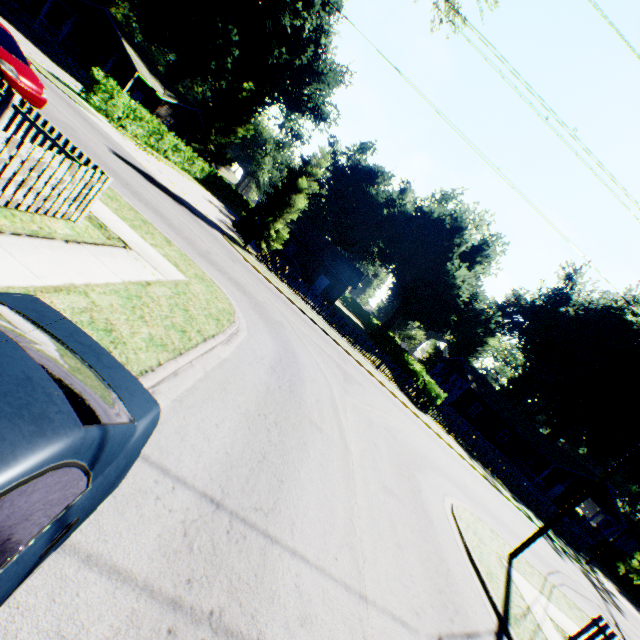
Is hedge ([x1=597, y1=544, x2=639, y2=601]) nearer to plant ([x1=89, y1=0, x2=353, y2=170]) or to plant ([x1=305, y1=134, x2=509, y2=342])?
plant ([x1=305, y1=134, x2=509, y2=342])

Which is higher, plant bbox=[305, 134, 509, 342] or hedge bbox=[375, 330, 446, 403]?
plant bbox=[305, 134, 509, 342]

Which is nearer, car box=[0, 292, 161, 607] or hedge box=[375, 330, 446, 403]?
car box=[0, 292, 161, 607]

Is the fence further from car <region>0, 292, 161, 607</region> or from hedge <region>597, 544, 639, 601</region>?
hedge <region>597, 544, 639, 601</region>

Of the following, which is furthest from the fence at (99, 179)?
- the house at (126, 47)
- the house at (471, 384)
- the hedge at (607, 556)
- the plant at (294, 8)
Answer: the hedge at (607, 556)

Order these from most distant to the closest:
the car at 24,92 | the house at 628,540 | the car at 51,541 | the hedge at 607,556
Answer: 1. the house at 628,540
2. the hedge at 607,556
3. the car at 24,92
4. the car at 51,541

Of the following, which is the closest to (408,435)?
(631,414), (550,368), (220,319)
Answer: (220,319)

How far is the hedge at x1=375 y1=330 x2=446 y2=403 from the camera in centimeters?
2469cm
